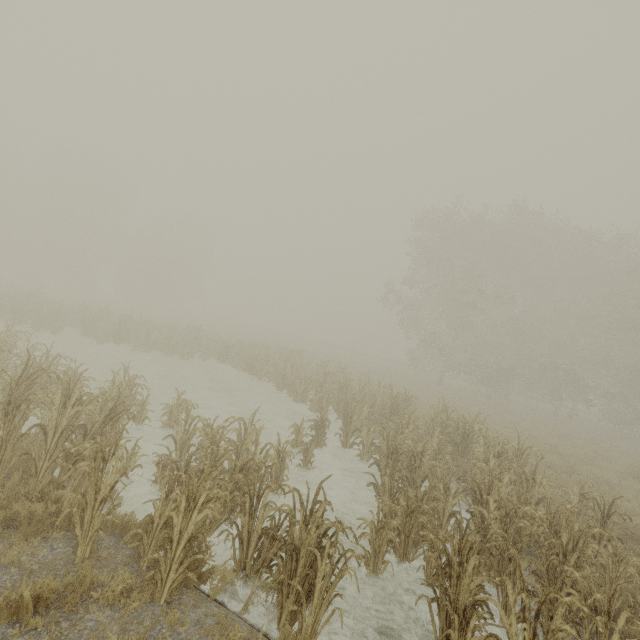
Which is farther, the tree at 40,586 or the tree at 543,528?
the tree at 543,528

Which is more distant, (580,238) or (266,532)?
(580,238)

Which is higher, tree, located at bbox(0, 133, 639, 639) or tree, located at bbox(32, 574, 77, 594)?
tree, located at bbox(0, 133, 639, 639)

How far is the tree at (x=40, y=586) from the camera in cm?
341

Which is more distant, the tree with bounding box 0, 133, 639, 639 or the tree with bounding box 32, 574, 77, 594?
the tree with bounding box 0, 133, 639, 639

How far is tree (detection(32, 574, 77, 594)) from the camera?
3.4m
